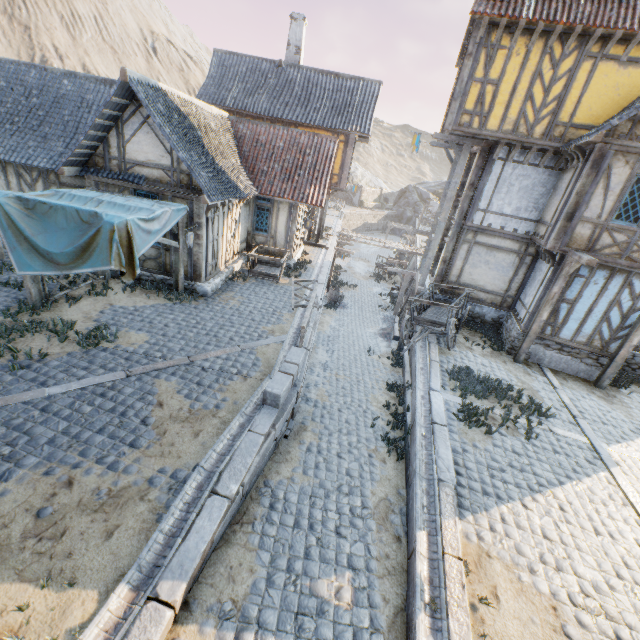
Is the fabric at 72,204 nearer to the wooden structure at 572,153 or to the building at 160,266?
the building at 160,266

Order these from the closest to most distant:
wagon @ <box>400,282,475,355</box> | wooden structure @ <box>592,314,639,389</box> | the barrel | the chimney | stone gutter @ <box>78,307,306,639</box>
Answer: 1. stone gutter @ <box>78,307,306,639</box>
2. wooden structure @ <box>592,314,639,389</box>
3. wagon @ <box>400,282,475,355</box>
4. the chimney
5. the barrel

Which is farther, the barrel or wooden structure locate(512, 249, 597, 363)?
the barrel

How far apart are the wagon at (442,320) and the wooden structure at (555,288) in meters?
2.0 m

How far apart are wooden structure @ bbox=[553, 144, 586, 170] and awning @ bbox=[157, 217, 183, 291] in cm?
1246

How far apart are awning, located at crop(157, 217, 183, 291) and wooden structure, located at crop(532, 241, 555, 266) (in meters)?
12.21

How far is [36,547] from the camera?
4.2 meters

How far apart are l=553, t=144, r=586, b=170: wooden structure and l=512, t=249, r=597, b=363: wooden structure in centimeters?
279cm
